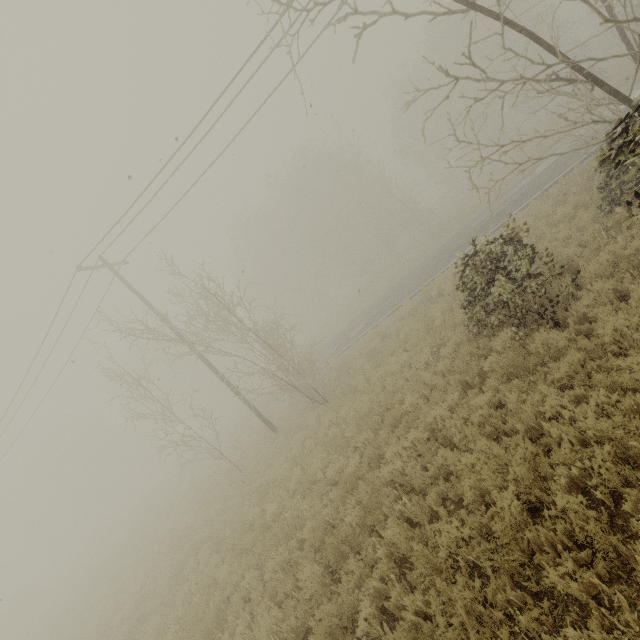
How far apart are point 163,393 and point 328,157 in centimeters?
2971cm
